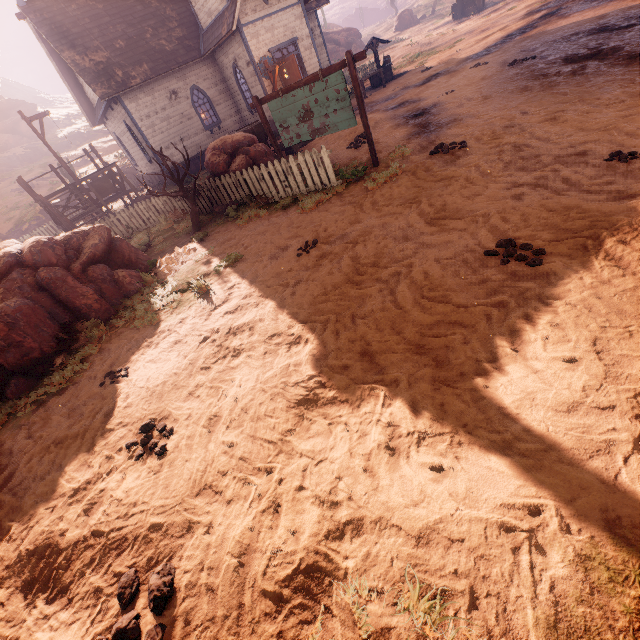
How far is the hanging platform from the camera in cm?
1477

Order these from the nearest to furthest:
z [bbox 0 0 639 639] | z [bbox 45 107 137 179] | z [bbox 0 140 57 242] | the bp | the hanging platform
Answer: z [bbox 0 0 639 639], the hanging platform, the bp, z [bbox 0 140 57 242], z [bbox 45 107 137 179]

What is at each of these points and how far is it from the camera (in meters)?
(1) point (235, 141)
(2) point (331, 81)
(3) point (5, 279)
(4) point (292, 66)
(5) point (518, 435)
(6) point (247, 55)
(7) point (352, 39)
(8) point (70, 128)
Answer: (1) instancedfoliageactor, 9.95
(2) sign, 7.27
(3) instancedfoliageactor, 6.19
(4) bp, 16.19
(5) z, 2.29
(6) building, 16.20
(7) rock, 42.25
(8) z, 44.50

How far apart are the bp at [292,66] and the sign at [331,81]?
9.90m

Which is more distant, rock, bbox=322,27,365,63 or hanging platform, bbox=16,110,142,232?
rock, bbox=322,27,365,63

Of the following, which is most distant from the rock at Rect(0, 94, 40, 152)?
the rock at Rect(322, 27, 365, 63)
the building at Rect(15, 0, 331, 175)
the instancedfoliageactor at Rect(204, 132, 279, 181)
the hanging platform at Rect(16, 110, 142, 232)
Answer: the instancedfoliageactor at Rect(204, 132, 279, 181)

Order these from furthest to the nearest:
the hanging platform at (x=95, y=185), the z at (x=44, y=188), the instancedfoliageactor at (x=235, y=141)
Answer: the z at (x=44, y=188) → the hanging platform at (x=95, y=185) → the instancedfoliageactor at (x=235, y=141)

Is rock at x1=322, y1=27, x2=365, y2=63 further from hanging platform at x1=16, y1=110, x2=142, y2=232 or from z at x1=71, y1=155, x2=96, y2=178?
hanging platform at x1=16, y1=110, x2=142, y2=232
